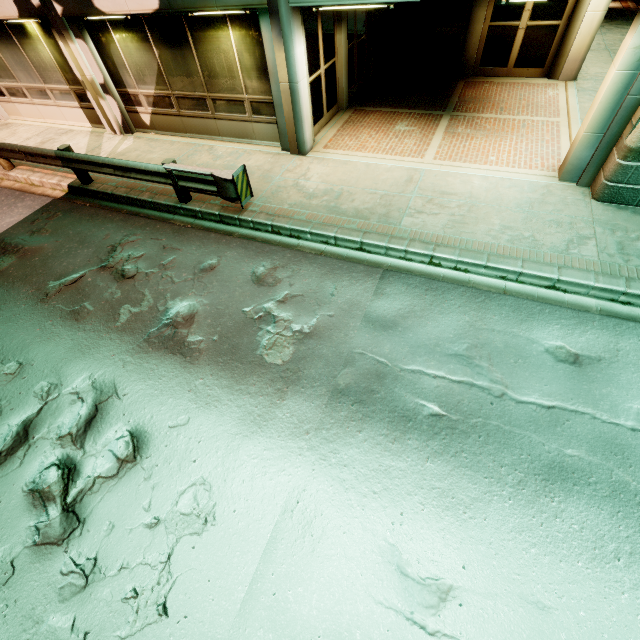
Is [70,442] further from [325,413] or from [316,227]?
[316,227]
